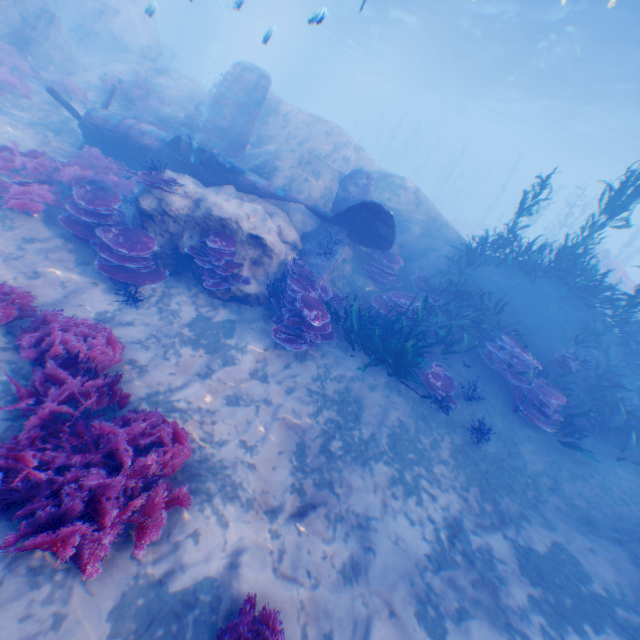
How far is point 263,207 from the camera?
9.5m

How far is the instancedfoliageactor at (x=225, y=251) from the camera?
7.5 meters

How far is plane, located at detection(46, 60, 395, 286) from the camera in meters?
9.5

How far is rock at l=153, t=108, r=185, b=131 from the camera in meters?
13.5

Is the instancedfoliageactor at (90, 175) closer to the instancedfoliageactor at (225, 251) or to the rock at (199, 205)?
the rock at (199, 205)

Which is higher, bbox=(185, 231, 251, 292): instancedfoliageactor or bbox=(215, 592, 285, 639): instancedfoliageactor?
bbox=(185, 231, 251, 292): instancedfoliageactor

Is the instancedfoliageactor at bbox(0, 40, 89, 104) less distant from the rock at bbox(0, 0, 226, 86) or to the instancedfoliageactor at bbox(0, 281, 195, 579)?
the rock at bbox(0, 0, 226, 86)
